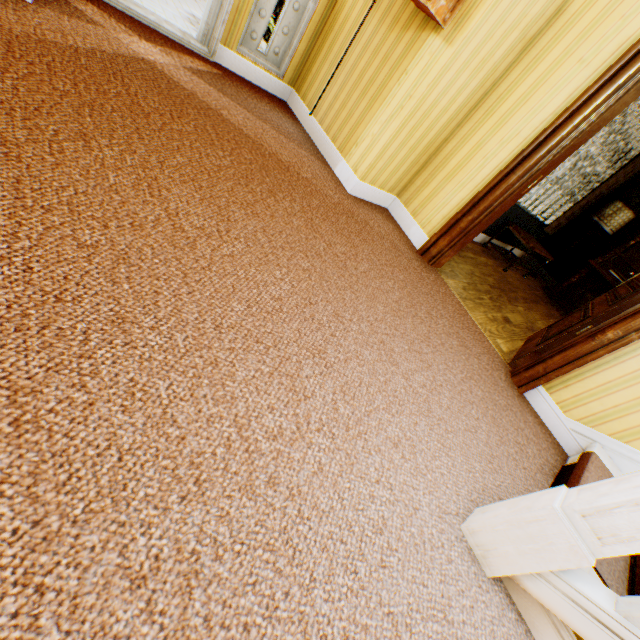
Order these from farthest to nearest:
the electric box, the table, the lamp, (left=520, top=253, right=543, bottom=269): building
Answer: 1. (left=520, top=253, right=543, bottom=269): building
2. the lamp
3. the table
4. the electric box

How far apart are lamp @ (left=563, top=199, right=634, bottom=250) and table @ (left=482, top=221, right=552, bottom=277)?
1.1m

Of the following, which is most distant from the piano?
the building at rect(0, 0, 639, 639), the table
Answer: the table

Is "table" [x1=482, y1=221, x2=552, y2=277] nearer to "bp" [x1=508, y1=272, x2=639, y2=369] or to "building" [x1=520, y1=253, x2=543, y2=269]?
"building" [x1=520, y1=253, x2=543, y2=269]

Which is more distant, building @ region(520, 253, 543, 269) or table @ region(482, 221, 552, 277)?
building @ region(520, 253, 543, 269)

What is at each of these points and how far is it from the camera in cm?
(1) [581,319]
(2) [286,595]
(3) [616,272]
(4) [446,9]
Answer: (1) bp, 271
(2) building, 91
(3) piano, 586
(4) electric box, 238

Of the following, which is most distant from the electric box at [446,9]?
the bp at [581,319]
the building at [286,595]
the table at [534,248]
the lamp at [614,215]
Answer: the lamp at [614,215]

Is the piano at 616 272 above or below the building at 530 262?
above
